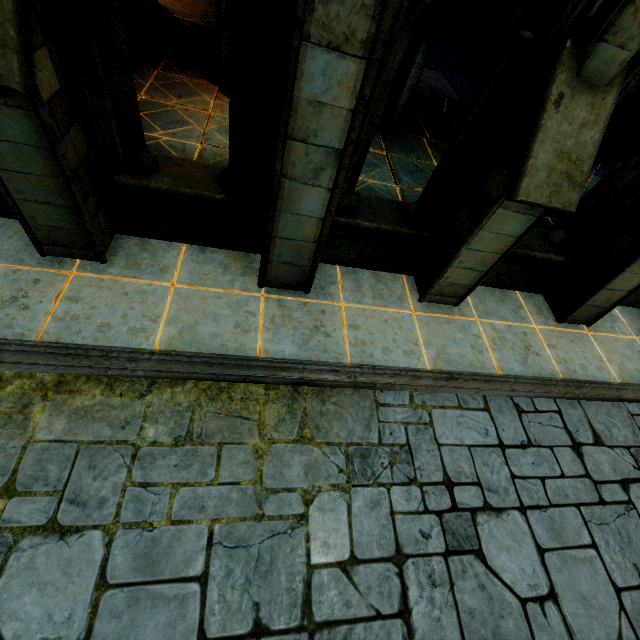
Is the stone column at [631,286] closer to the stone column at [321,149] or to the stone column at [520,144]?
the stone column at [520,144]

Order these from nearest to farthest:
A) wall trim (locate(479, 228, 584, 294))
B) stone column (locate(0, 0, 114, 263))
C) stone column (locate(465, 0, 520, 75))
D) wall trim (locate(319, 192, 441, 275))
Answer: stone column (locate(0, 0, 114, 263)) < wall trim (locate(319, 192, 441, 275)) < wall trim (locate(479, 228, 584, 294)) < stone column (locate(465, 0, 520, 75))

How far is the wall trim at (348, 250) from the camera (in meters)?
4.36

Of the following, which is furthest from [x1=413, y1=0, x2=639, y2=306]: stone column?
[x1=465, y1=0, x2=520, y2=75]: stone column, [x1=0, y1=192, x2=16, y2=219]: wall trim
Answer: [x1=465, y1=0, x2=520, y2=75]: stone column

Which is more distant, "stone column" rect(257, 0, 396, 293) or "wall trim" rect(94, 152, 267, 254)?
"wall trim" rect(94, 152, 267, 254)

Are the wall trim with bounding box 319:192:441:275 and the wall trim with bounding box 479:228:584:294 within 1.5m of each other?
yes

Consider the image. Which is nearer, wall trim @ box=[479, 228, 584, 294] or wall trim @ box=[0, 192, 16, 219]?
wall trim @ box=[0, 192, 16, 219]

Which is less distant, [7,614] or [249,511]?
[7,614]
